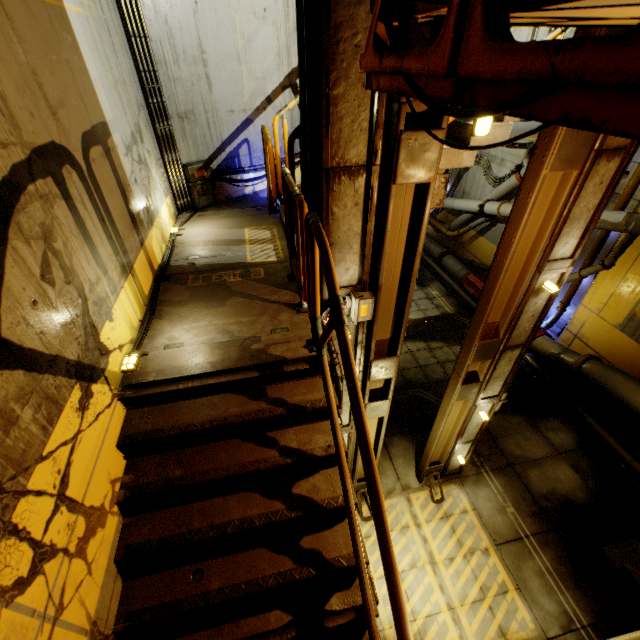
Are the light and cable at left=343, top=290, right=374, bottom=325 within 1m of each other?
no

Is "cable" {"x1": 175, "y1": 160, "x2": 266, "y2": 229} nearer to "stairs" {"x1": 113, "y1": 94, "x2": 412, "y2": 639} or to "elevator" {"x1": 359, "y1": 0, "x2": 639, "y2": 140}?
"stairs" {"x1": 113, "y1": 94, "x2": 412, "y2": 639}

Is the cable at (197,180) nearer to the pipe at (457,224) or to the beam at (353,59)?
the pipe at (457,224)

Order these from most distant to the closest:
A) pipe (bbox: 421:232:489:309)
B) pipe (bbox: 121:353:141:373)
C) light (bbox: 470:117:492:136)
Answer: pipe (bbox: 421:232:489:309) → pipe (bbox: 121:353:141:373) → light (bbox: 470:117:492:136)

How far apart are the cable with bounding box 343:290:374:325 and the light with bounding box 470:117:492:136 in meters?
2.3 m

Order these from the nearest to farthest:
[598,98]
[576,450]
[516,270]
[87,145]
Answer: [598,98] → [87,145] → [516,270] → [576,450]

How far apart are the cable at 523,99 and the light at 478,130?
0.2 meters

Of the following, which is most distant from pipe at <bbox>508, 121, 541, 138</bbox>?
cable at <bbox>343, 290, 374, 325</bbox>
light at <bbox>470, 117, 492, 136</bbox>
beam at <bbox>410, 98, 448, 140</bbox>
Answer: light at <bbox>470, 117, 492, 136</bbox>
